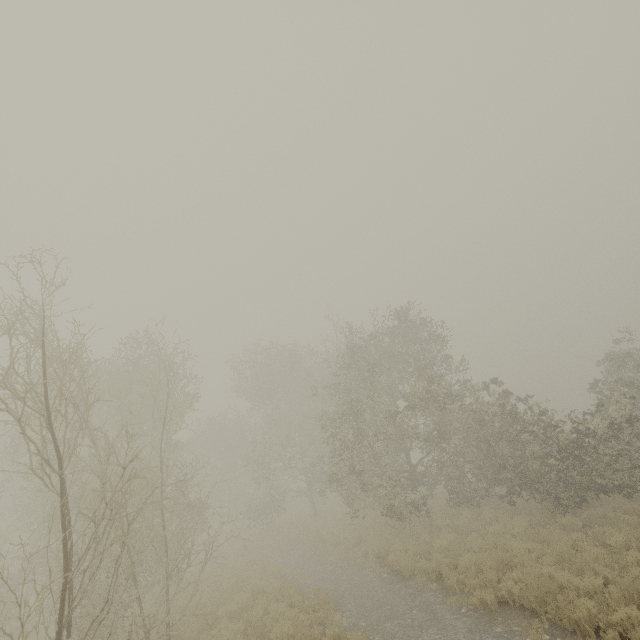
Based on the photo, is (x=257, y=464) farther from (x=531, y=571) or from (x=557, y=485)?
(x=531, y=571)
